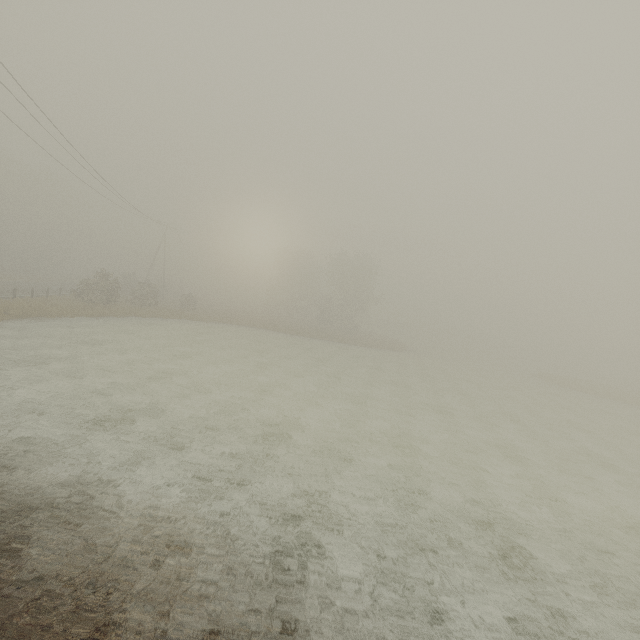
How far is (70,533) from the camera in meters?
5.7

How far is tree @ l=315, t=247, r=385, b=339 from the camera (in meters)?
52.00

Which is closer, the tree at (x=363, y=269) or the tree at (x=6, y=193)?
the tree at (x=6, y=193)

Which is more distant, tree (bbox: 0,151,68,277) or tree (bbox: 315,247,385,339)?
tree (bbox: 315,247,385,339)

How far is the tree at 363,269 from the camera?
52.0 meters
